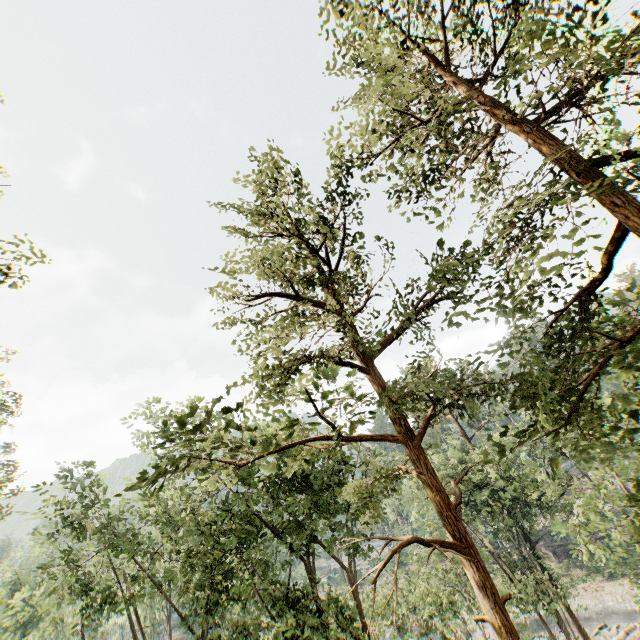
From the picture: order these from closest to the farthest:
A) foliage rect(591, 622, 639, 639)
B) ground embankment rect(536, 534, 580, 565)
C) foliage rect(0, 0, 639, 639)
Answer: foliage rect(0, 0, 639, 639), foliage rect(591, 622, 639, 639), ground embankment rect(536, 534, 580, 565)

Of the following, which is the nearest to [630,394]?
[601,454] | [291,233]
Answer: [291,233]

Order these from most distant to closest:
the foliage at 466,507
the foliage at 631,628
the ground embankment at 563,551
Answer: the ground embankment at 563,551, the foliage at 631,628, the foliage at 466,507

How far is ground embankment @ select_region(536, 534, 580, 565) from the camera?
44.03m

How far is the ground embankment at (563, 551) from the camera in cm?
4403

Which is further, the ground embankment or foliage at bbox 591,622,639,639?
the ground embankment

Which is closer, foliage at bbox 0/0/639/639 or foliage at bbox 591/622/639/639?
foliage at bbox 0/0/639/639
